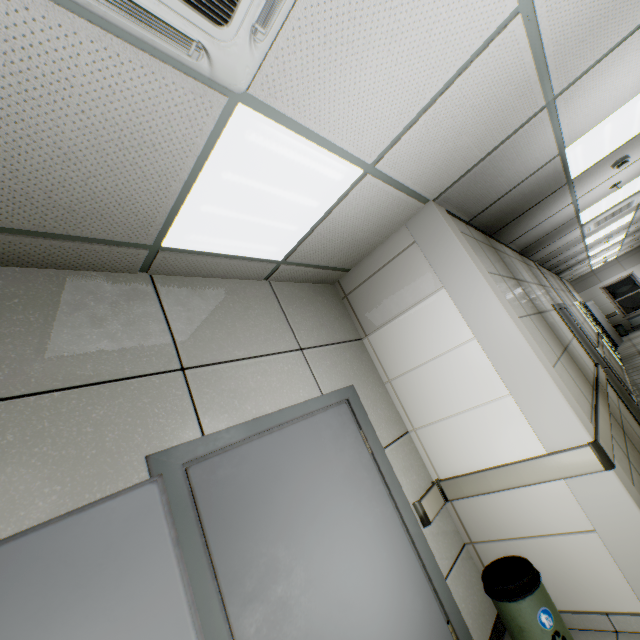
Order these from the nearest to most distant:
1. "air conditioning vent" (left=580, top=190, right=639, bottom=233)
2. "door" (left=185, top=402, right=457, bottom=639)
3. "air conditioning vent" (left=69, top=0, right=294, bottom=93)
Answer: "air conditioning vent" (left=69, top=0, right=294, bottom=93) → "door" (left=185, top=402, right=457, bottom=639) → "air conditioning vent" (left=580, top=190, right=639, bottom=233)

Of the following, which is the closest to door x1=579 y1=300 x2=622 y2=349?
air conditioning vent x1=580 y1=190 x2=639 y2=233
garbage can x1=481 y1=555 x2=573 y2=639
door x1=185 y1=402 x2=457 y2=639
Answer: air conditioning vent x1=580 y1=190 x2=639 y2=233

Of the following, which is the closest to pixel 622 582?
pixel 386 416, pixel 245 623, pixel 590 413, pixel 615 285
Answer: pixel 590 413

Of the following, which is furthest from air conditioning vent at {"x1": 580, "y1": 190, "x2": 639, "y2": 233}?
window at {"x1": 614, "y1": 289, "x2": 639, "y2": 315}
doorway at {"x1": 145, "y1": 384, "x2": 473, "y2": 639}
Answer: window at {"x1": 614, "y1": 289, "x2": 639, "y2": 315}

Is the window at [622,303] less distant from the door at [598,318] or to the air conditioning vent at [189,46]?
the door at [598,318]

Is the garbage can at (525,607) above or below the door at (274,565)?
below

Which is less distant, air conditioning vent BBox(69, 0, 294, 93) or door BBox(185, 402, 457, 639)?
air conditioning vent BBox(69, 0, 294, 93)

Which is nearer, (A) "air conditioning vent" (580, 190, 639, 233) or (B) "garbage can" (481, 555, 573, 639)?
(B) "garbage can" (481, 555, 573, 639)
